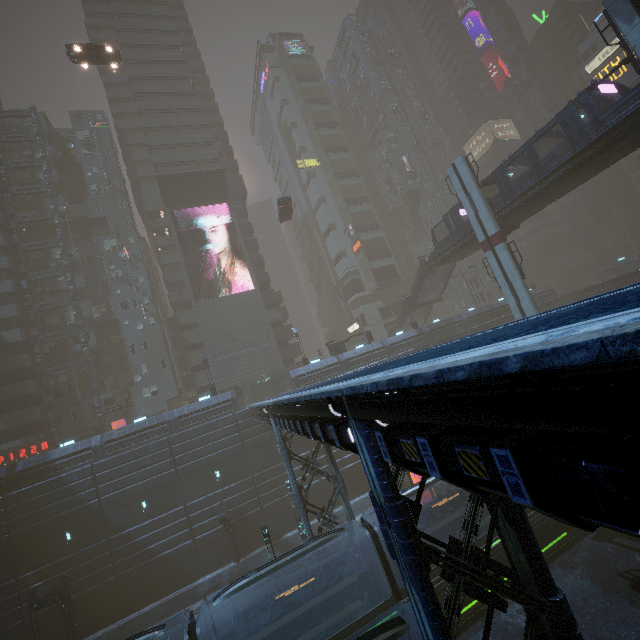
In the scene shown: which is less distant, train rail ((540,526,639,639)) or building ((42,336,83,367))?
train rail ((540,526,639,639))

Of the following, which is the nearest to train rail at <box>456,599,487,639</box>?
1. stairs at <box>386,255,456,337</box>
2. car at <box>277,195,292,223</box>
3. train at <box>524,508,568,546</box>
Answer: train at <box>524,508,568,546</box>

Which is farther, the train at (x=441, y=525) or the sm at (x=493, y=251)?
the sm at (x=493, y=251)

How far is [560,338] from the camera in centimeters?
194cm

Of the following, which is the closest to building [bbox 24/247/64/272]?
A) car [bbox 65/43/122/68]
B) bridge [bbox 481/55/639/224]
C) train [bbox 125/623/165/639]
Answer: car [bbox 65/43/122/68]

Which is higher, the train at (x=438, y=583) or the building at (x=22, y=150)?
the building at (x=22, y=150)

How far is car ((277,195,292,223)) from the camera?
36.0 meters

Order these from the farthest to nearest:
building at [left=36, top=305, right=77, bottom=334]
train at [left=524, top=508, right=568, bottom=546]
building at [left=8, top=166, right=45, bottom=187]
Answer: building at [left=8, top=166, right=45, bottom=187]
building at [left=36, top=305, right=77, bottom=334]
train at [left=524, top=508, right=568, bottom=546]
